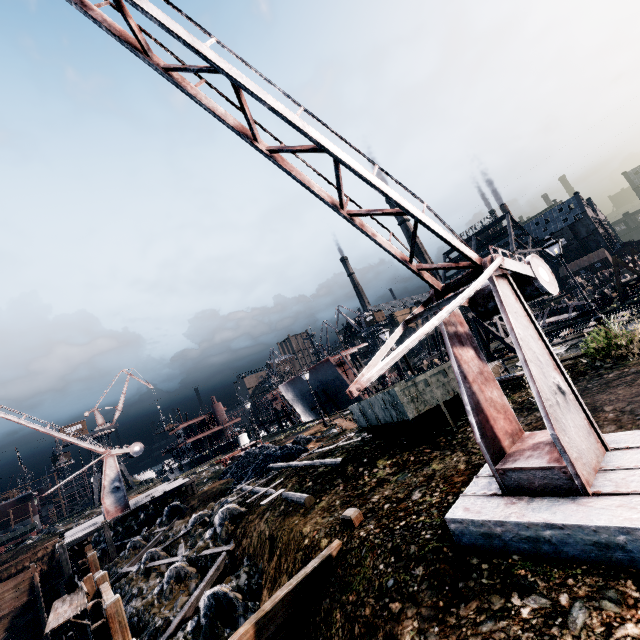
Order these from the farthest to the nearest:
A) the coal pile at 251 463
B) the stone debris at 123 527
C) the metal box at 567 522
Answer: the stone debris at 123 527 < the coal pile at 251 463 < the metal box at 567 522

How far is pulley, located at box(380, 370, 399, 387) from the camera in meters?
49.2 m

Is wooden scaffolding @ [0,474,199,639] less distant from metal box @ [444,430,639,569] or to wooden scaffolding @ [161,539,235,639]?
wooden scaffolding @ [161,539,235,639]

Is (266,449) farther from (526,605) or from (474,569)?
(526,605)

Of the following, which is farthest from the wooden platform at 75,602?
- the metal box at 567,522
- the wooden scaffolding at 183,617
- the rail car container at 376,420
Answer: the metal box at 567,522

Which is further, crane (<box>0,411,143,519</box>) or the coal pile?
crane (<box>0,411,143,519</box>)

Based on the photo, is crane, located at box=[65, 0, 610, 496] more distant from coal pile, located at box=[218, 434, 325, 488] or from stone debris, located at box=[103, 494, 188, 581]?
coal pile, located at box=[218, 434, 325, 488]

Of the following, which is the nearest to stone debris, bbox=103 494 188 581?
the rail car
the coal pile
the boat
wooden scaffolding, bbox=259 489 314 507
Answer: the coal pile
